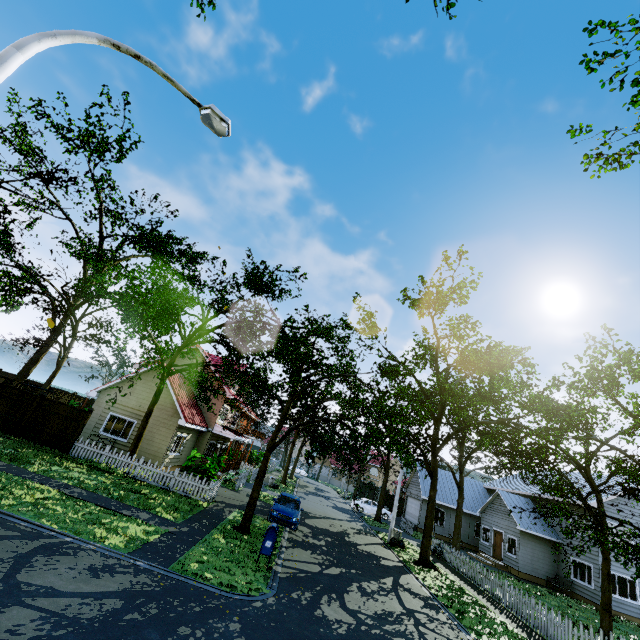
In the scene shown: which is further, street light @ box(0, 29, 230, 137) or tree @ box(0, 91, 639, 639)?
tree @ box(0, 91, 639, 639)

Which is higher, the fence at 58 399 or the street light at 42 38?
the street light at 42 38

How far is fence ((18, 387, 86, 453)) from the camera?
17.16m

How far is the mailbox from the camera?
11.0 meters

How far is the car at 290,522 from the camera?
17.0m

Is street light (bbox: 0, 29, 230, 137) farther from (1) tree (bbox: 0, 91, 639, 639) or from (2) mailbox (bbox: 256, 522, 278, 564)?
(2) mailbox (bbox: 256, 522, 278, 564)

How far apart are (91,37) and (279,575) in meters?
14.3

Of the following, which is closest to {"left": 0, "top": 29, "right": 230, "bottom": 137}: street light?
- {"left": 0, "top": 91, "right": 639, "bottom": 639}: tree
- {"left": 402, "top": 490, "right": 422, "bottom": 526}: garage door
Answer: {"left": 0, "top": 91, "right": 639, "bottom": 639}: tree
